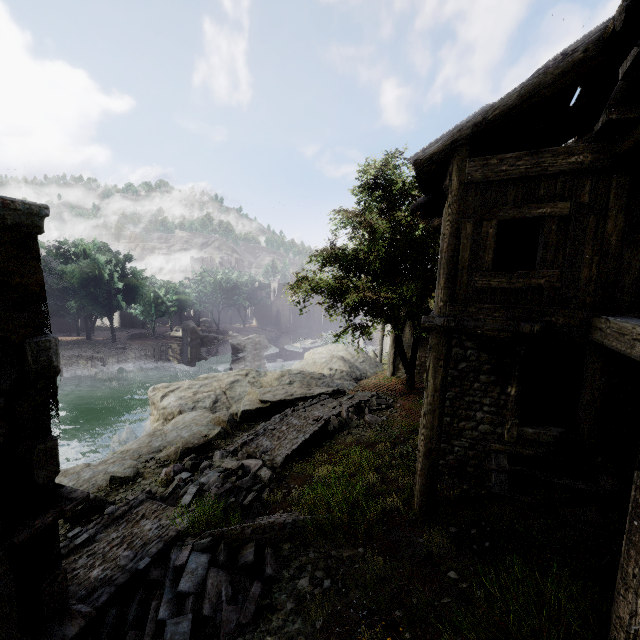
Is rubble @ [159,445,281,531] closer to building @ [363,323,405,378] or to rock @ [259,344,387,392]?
building @ [363,323,405,378]

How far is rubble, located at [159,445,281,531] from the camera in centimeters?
731cm

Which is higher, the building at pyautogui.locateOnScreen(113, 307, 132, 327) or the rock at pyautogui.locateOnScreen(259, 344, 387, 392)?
the rock at pyautogui.locateOnScreen(259, 344, 387, 392)

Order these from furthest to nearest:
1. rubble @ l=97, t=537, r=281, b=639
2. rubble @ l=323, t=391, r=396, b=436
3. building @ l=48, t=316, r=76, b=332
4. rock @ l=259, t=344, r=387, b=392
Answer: building @ l=48, t=316, r=76, b=332
rock @ l=259, t=344, r=387, b=392
rubble @ l=323, t=391, r=396, b=436
rubble @ l=97, t=537, r=281, b=639

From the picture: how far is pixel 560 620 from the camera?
3.8m

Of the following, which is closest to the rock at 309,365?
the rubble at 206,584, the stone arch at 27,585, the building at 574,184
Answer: the building at 574,184

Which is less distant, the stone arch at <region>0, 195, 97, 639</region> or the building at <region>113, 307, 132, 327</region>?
the stone arch at <region>0, 195, 97, 639</region>

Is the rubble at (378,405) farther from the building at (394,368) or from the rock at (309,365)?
the building at (394,368)
